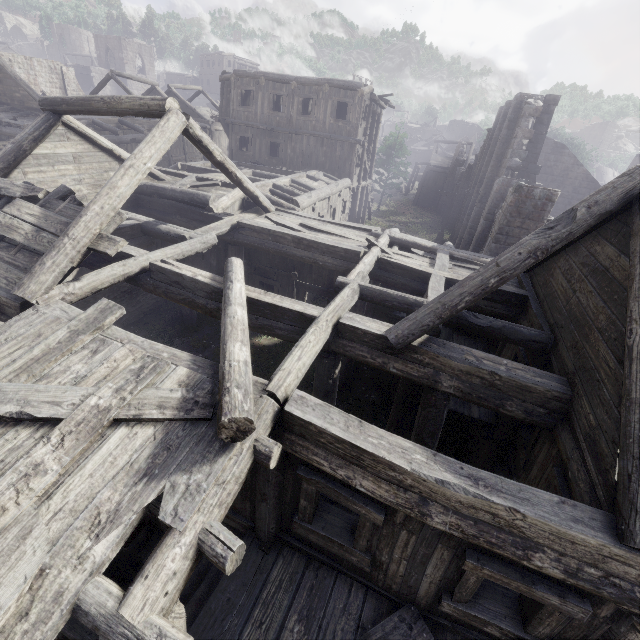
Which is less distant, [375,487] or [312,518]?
[375,487]

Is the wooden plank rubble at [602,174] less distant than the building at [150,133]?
No

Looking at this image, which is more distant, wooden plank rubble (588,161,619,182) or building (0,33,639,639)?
wooden plank rubble (588,161,619,182)

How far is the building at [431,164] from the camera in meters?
42.5

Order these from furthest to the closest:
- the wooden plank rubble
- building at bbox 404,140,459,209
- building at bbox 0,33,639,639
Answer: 1. the wooden plank rubble
2. building at bbox 404,140,459,209
3. building at bbox 0,33,639,639

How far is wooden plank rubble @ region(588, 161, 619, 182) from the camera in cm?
5856

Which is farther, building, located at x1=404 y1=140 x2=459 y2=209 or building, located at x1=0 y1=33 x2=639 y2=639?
building, located at x1=404 y1=140 x2=459 y2=209
